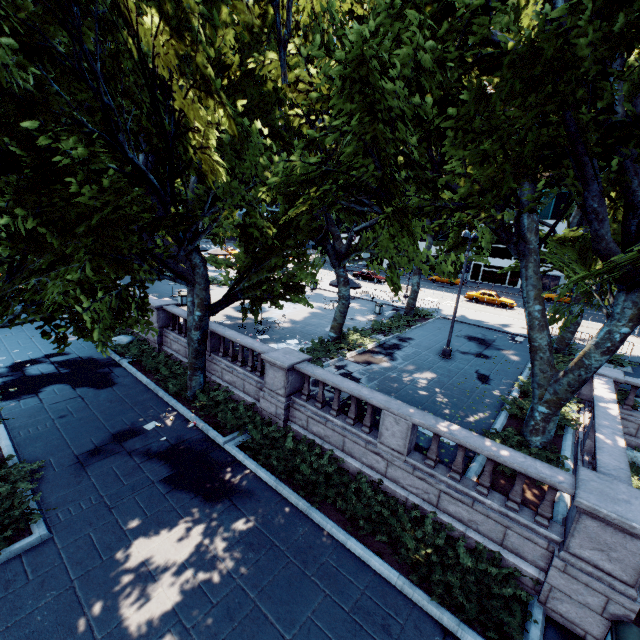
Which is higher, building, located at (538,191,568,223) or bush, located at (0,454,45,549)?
building, located at (538,191,568,223)

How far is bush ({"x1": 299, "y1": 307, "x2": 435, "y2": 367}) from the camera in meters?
16.8

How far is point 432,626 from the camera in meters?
7.0 m

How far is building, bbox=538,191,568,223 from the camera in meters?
48.2 m

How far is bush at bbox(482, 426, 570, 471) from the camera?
10.0 meters

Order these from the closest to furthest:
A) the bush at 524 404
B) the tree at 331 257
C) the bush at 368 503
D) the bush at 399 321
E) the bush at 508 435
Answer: the tree at 331 257 → the bush at 368 503 → the bush at 508 435 → the bush at 524 404 → the bush at 399 321

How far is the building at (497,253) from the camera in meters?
53.8

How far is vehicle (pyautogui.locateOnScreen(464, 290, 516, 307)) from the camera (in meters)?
35.50
